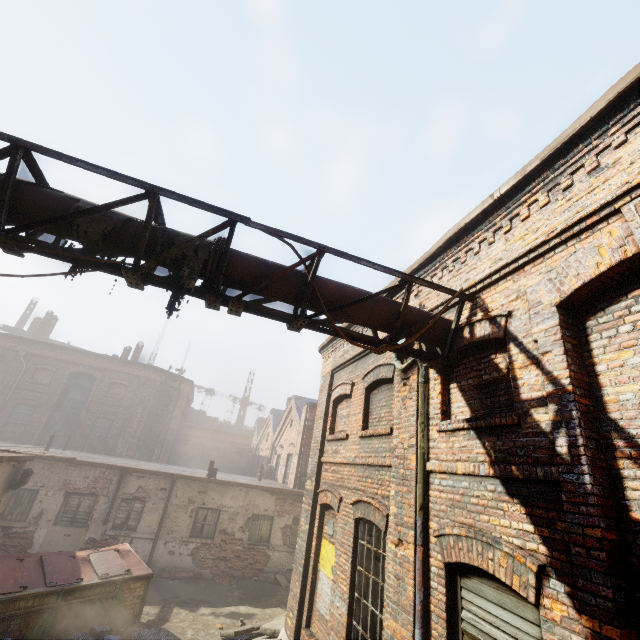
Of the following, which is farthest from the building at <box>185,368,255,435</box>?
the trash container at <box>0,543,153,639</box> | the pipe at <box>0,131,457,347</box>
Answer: the pipe at <box>0,131,457,347</box>

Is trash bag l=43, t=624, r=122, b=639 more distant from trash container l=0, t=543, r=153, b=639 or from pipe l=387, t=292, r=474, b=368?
pipe l=387, t=292, r=474, b=368

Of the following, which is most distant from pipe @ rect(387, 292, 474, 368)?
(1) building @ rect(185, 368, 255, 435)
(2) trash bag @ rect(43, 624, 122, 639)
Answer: Result: (1) building @ rect(185, 368, 255, 435)

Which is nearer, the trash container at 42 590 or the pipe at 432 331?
the pipe at 432 331

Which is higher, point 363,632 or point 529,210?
point 529,210

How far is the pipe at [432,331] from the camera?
4.86m

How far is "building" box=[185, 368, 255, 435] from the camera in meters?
43.5
